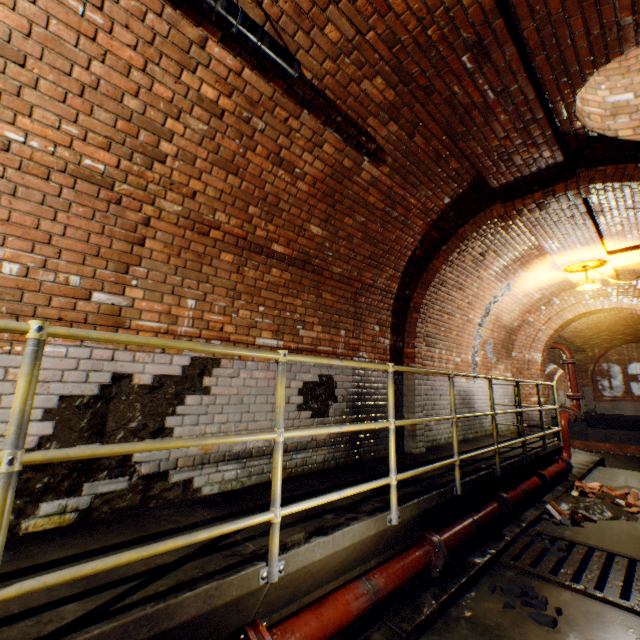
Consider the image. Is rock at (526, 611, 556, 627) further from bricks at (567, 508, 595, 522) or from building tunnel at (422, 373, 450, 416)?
bricks at (567, 508, 595, 522)

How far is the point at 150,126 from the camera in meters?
2.6 m

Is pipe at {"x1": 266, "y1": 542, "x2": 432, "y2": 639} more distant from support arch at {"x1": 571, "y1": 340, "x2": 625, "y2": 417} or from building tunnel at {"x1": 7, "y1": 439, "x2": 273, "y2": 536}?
support arch at {"x1": 571, "y1": 340, "x2": 625, "y2": 417}

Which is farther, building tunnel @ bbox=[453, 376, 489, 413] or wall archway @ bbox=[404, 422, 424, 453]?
building tunnel @ bbox=[453, 376, 489, 413]

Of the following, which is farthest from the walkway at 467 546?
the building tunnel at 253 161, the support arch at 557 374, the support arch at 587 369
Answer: the support arch at 557 374

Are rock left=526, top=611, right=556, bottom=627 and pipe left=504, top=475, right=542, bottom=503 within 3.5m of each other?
yes

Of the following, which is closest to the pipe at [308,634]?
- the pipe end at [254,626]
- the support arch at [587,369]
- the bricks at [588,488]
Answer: the pipe end at [254,626]

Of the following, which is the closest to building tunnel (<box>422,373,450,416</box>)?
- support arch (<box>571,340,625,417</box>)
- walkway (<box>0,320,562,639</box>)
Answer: walkway (<box>0,320,562,639</box>)
